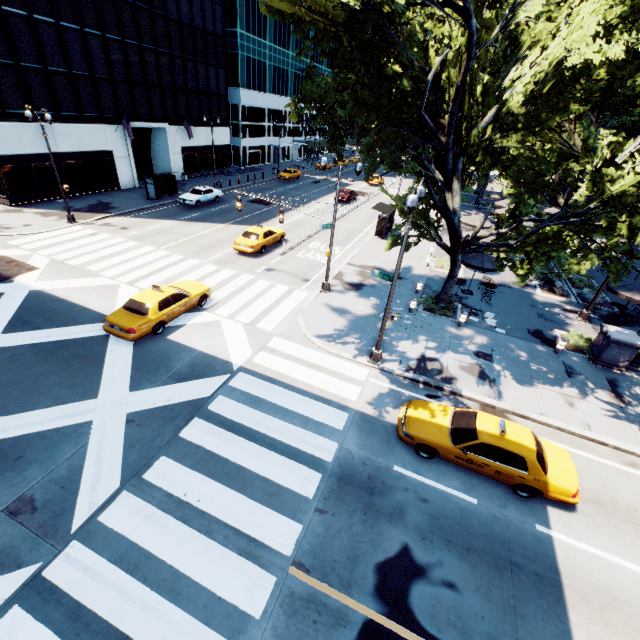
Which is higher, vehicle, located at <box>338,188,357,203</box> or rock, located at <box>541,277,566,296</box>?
vehicle, located at <box>338,188,357,203</box>

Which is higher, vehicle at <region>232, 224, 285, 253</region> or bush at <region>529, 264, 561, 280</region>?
vehicle at <region>232, 224, 285, 253</region>

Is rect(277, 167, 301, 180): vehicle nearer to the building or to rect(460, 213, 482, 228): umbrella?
the building

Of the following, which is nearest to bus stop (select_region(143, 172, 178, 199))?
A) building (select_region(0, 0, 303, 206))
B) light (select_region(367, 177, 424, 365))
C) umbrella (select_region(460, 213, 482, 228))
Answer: building (select_region(0, 0, 303, 206))

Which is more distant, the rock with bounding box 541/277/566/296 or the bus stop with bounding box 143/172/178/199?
the bus stop with bounding box 143/172/178/199

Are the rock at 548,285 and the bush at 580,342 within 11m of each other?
yes

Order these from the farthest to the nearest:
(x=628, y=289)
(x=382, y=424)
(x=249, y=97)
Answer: (x=249, y=97) → (x=628, y=289) → (x=382, y=424)

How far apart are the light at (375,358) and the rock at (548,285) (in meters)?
16.37
